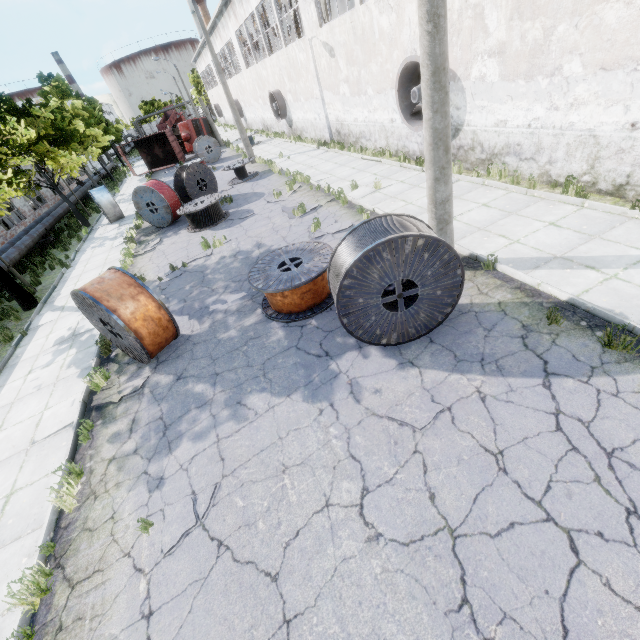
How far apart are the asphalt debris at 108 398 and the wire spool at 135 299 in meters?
0.2

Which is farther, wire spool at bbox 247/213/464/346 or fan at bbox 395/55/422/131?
fan at bbox 395/55/422/131

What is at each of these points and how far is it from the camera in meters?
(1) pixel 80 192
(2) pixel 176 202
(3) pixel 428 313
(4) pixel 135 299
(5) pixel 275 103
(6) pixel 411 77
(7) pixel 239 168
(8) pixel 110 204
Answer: (1) pipe, 27.6 m
(2) wire spool, 15.5 m
(3) wire spool, 5.4 m
(4) wire spool, 6.4 m
(5) fan, 24.8 m
(6) fan, 11.4 m
(7) wire spool, 19.1 m
(8) wire spool, 19.0 m

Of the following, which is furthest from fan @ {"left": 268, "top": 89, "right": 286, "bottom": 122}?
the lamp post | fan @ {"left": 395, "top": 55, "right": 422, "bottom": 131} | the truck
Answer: the lamp post

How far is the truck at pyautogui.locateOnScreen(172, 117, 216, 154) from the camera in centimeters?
3306cm

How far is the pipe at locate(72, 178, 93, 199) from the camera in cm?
2705

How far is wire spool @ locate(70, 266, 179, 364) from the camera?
6.2 meters

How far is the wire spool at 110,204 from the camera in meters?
18.7
